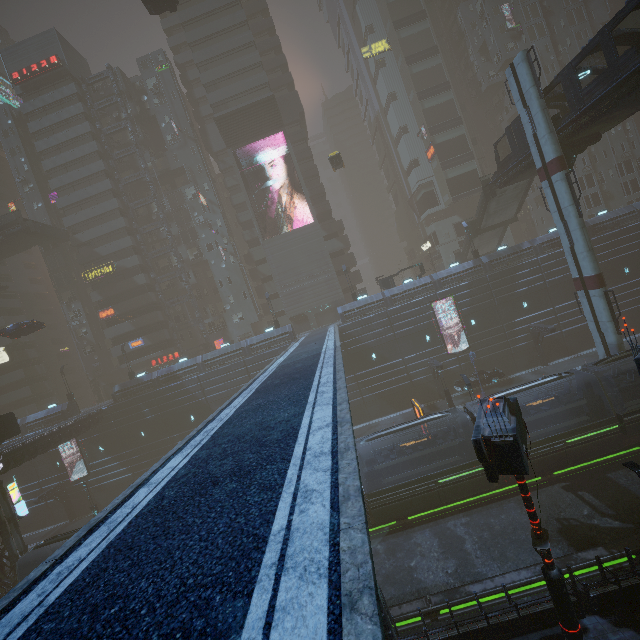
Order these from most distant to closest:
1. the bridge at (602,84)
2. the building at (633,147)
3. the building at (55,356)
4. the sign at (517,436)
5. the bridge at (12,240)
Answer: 1. the bridge at (12,240)
2. the building at (55,356)
3. the building at (633,147)
4. the bridge at (602,84)
5. the sign at (517,436)

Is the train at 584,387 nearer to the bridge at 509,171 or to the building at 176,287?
the building at 176,287

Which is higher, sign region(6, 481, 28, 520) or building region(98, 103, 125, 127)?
building region(98, 103, 125, 127)

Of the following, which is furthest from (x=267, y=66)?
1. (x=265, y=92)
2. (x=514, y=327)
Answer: (x=514, y=327)

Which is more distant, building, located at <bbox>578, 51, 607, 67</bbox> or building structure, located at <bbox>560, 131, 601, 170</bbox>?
building, located at <bbox>578, 51, 607, 67</bbox>

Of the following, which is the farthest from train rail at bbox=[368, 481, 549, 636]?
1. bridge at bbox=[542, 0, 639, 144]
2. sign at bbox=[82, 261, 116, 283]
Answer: sign at bbox=[82, 261, 116, 283]

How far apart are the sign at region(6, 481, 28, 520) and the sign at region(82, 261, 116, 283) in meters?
29.3 m

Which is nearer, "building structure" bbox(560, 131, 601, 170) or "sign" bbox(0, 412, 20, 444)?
"building structure" bbox(560, 131, 601, 170)
